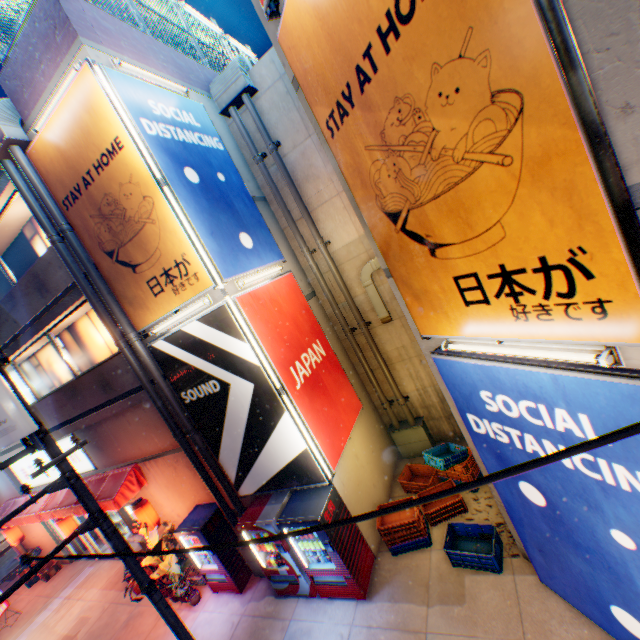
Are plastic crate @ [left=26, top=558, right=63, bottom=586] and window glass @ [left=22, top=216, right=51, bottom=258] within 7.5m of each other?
no

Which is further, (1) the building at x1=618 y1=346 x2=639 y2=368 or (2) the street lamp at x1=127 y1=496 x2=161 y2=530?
(2) the street lamp at x1=127 y1=496 x2=161 y2=530

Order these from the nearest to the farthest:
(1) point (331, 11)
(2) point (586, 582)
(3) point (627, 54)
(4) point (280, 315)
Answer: (3) point (627, 54), (1) point (331, 11), (2) point (586, 582), (4) point (280, 315)

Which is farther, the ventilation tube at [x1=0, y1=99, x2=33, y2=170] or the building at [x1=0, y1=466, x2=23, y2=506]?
the building at [x1=0, y1=466, x2=23, y2=506]

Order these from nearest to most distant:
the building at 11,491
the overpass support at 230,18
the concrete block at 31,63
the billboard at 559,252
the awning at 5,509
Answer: the billboard at 559,252
the concrete block at 31,63
the awning at 5,509
the building at 11,491
the overpass support at 230,18

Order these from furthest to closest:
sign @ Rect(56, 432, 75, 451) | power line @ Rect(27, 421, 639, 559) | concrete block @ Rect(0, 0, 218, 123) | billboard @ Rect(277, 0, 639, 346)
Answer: sign @ Rect(56, 432, 75, 451)
concrete block @ Rect(0, 0, 218, 123)
billboard @ Rect(277, 0, 639, 346)
power line @ Rect(27, 421, 639, 559)

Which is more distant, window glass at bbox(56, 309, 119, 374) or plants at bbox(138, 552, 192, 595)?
window glass at bbox(56, 309, 119, 374)

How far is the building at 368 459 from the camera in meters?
6.1
